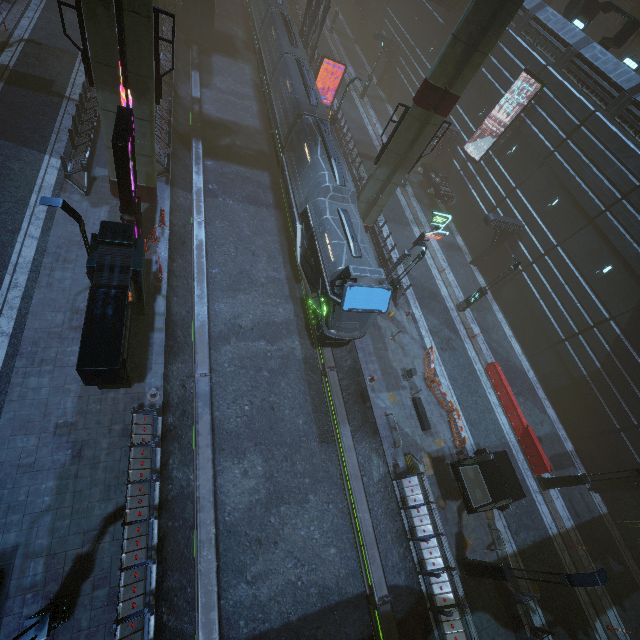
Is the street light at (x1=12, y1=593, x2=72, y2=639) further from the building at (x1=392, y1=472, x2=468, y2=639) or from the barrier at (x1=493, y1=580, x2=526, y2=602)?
the barrier at (x1=493, y1=580, x2=526, y2=602)

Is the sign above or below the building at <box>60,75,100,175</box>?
above

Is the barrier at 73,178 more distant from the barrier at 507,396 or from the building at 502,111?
the barrier at 507,396

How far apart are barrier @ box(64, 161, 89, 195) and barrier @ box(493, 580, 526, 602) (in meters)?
26.54

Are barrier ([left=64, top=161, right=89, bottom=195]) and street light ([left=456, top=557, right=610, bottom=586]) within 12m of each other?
no

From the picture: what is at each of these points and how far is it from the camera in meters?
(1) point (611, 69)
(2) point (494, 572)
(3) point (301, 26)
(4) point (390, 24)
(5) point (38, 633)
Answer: (1) building, 20.4
(2) street light, 12.8
(3) building, 31.5
(4) building, 40.8
(5) street light, 7.4

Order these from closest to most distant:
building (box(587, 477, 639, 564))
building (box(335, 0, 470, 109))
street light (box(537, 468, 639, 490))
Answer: street light (box(537, 468, 639, 490)) → building (box(587, 477, 639, 564)) → building (box(335, 0, 470, 109))

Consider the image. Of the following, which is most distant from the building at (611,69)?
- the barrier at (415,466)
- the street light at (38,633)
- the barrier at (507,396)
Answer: the barrier at (507,396)
